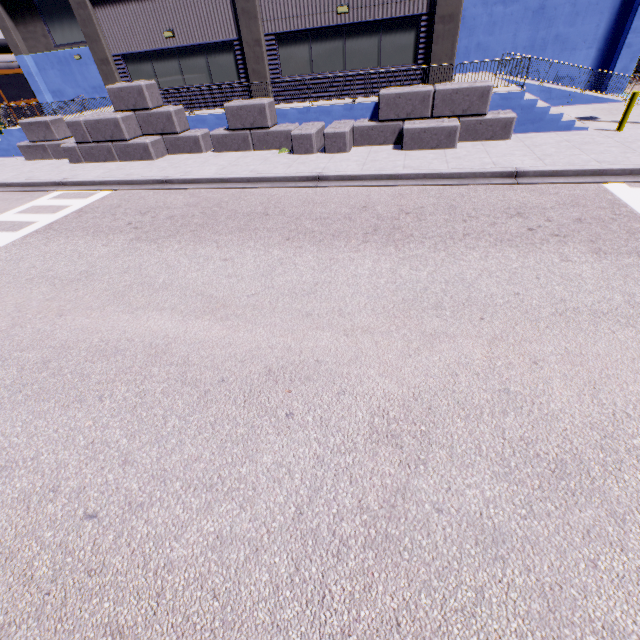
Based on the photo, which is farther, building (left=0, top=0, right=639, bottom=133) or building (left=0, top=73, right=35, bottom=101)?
building (left=0, top=73, right=35, bottom=101)

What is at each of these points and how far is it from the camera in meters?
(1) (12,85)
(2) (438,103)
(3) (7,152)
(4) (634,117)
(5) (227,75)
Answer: (1) building, 29.7
(2) concrete block, 11.8
(3) building, 18.6
(4) building, 13.5
(5) building, 15.2

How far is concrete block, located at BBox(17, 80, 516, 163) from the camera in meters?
11.7

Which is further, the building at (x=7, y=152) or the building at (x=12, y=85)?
the building at (x=12, y=85)

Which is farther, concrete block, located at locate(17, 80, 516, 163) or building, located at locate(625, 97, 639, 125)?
building, located at locate(625, 97, 639, 125)

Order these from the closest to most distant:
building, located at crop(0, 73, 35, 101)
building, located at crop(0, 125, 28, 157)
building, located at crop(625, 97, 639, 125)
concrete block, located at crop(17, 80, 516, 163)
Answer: concrete block, located at crop(17, 80, 516, 163)
building, located at crop(625, 97, 639, 125)
building, located at crop(0, 125, 28, 157)
building, located at crop(0, 73, 35, 101)
